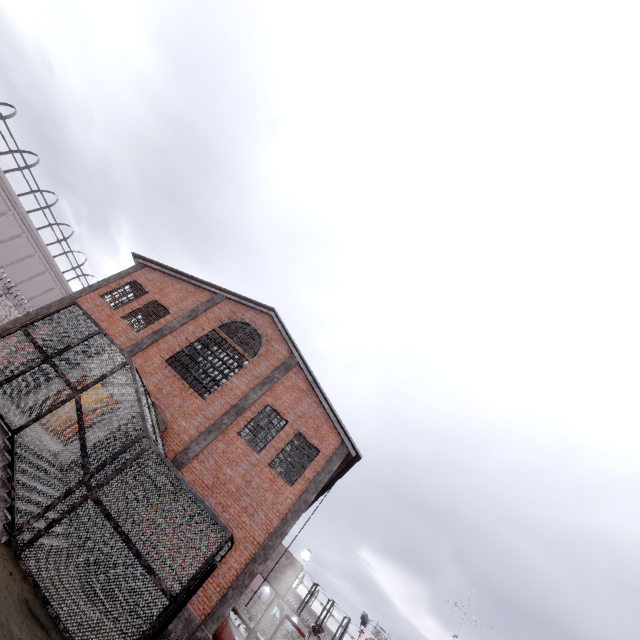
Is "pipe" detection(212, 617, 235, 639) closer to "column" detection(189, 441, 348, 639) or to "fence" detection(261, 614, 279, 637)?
"column" detection(189, 441, 348, 639)

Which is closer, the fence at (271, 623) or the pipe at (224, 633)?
the pipe at (224, 633)

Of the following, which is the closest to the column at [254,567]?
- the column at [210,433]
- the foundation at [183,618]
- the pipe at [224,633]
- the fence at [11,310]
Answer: the foundation at [183,618]

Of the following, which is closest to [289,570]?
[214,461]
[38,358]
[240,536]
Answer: [240,536]

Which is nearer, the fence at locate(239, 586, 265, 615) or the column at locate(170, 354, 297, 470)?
the column at locate(170, 354, 297, 470)

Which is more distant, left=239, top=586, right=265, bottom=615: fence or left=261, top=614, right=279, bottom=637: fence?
left=239, top=586, right=265, bottom=615: fence

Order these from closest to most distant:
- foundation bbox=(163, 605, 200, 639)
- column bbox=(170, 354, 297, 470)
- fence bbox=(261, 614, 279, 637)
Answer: foundation bbox=(163, 605, 200, 639), column bbox=(170, 354, 297, 470), fence bbox=(261, 614, 279, 637)

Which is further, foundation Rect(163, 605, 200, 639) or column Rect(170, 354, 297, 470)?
column Rect(170, 354, 297, 470)
